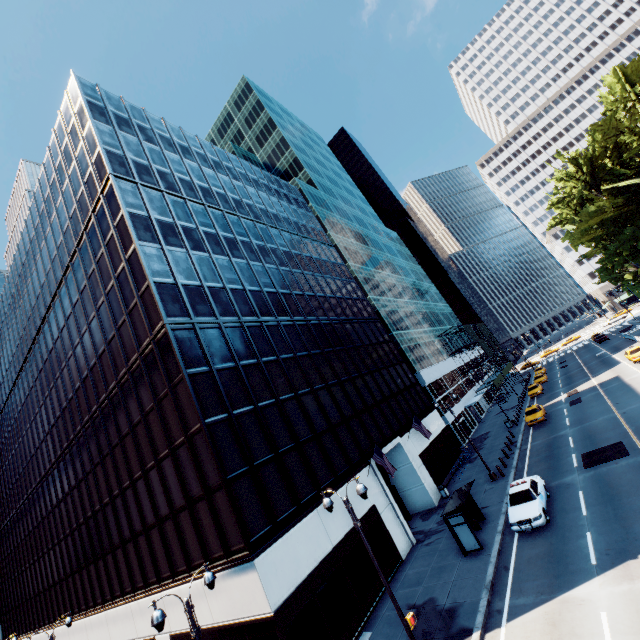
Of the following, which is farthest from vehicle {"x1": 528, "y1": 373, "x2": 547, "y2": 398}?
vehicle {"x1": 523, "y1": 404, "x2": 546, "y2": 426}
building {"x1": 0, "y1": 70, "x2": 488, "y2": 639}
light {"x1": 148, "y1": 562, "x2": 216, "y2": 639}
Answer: light {"x1": 148, "y1": 562, "x2": 216, "y2": 639}

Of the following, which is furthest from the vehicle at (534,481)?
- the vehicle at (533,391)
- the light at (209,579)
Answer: the vehicle at (533,391)

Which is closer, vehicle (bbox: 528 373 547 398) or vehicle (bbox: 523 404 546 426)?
vehicle (bbox: 523 404 546 426)

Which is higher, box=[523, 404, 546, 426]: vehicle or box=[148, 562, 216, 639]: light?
box=[148, 562, 216, 639]: light

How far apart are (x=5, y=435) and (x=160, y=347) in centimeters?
4170cm

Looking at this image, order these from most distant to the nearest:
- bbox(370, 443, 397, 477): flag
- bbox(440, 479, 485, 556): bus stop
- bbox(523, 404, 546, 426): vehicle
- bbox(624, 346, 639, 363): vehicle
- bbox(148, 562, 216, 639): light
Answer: bbox(624, 346, 639, 363): vehicle < bbox(523, 404, 546, 426): vehicle < bbox(370, 443, 397, 477): flag < bbox(440, 479, 485, 556): bus stop < bbox(148, 562, 216, 639): light

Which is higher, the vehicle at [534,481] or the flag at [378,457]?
the flag at [378,457]

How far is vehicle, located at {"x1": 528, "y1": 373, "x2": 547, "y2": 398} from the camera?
47.3m
